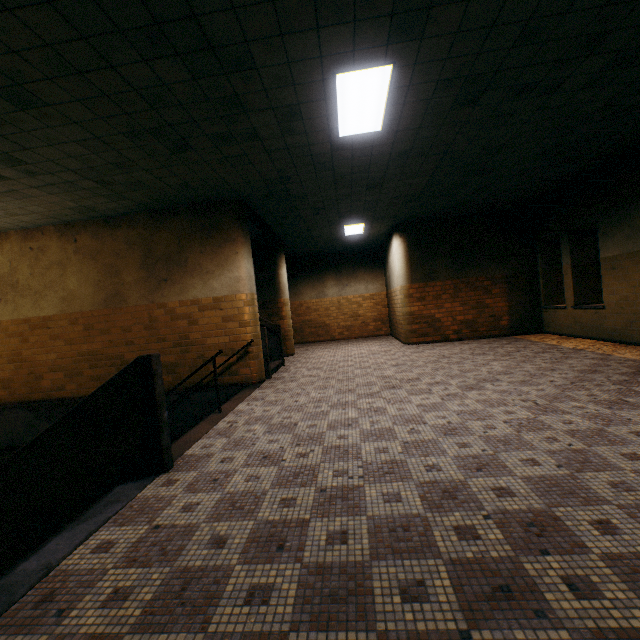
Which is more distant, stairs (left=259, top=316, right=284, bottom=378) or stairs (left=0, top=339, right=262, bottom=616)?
stairs (left=259, top=316, right=284, bottom=378)

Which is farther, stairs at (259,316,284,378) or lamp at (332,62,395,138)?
stairs at (259,316,284,378)

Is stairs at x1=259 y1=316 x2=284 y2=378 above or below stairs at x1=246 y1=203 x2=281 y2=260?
below

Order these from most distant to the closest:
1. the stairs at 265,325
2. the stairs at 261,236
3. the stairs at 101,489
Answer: the stairs at 261,236, the stairs at 265,325, the stairs at 101,489

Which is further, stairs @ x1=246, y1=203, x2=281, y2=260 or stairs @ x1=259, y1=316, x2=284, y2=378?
stairs @ x1=246, y1=203, x2=281, y2=260

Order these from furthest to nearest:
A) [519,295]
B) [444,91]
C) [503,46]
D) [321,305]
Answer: [321,305] → [519,295] → [444,91] → [503,46]

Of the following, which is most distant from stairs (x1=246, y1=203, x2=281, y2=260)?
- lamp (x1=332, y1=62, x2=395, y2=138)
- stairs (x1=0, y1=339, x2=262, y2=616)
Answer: lamp (x1=332, y1=62, x2=395, y2=138)

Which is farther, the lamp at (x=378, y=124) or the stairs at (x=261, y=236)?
the stairs at (x=261, y=236)
